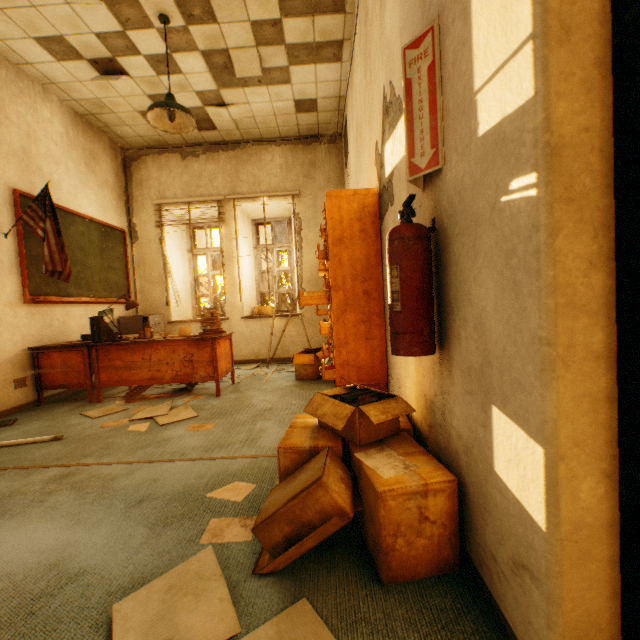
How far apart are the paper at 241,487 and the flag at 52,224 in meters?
3.2

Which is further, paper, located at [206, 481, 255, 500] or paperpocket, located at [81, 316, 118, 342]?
paperpocket, located at [81, 316, 118, 342]

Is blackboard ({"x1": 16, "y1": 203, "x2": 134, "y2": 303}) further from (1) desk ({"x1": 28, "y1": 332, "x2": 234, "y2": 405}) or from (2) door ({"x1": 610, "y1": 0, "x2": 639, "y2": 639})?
(2) door ({"x1": 610, "y1": 0, "x2": 639, "y2": 639})

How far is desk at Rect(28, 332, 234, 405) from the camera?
3.7m

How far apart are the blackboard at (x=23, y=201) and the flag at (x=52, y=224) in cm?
19

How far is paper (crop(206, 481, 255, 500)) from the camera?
1.69m

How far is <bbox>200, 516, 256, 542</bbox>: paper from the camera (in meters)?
1.38

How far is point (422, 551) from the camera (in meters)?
1.13
